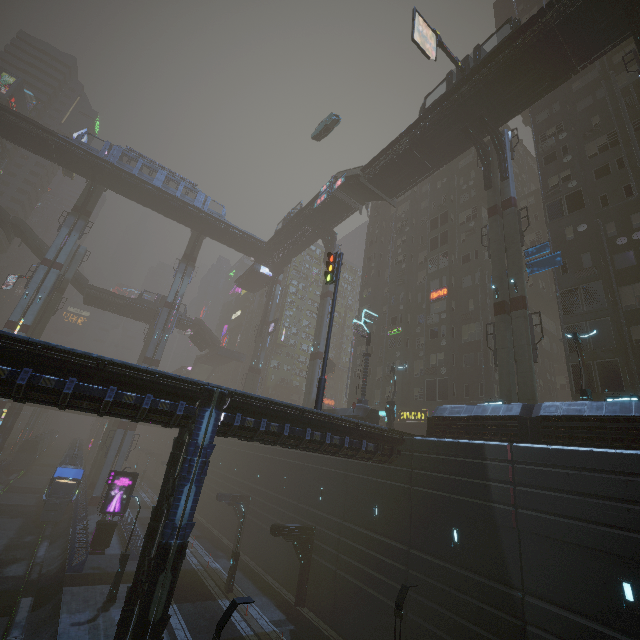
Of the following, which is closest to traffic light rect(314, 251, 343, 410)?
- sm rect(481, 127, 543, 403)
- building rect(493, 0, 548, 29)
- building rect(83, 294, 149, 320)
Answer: building rect(493, 0, 548, 29)

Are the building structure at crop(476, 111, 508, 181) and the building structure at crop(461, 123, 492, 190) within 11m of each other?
yes

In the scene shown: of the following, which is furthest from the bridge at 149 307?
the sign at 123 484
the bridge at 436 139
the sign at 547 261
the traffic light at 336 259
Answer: the sign at 123 484

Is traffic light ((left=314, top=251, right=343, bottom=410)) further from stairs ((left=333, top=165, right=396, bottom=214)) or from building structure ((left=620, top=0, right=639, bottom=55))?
building structure ((left=620, top=0, right=639, bottom=55))

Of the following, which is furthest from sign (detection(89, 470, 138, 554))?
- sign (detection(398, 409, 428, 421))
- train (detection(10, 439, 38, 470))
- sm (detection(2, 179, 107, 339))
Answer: sign (detection(398, 409, 428, 421))

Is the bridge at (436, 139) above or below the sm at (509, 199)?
above

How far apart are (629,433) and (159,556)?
19.0m

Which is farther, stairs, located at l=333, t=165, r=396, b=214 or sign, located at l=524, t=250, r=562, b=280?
stairs, located at l=333, t=165, r=396, b=214
